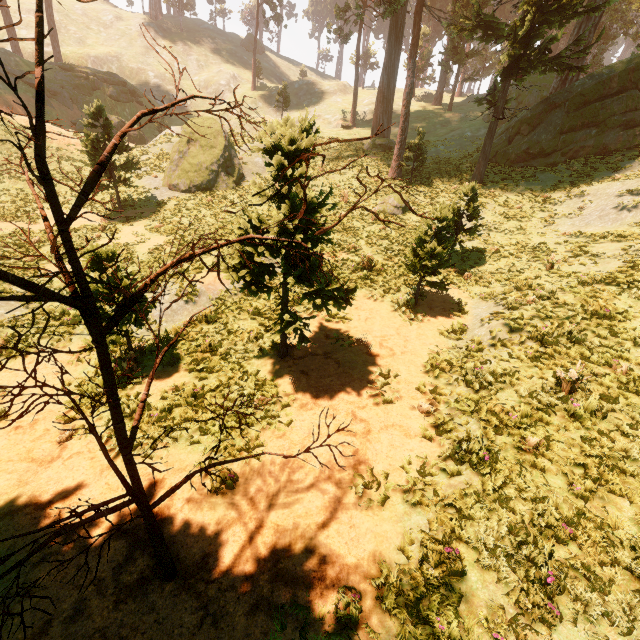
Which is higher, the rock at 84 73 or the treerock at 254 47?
the treerock at 254 47

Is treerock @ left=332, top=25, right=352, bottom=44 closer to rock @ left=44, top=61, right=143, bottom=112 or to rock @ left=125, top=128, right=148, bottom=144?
rock @ left=44, top=61, right=143, bottom=112

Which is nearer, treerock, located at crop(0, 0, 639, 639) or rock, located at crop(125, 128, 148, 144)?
treerock, located at crop(0, 0, 639, 639)

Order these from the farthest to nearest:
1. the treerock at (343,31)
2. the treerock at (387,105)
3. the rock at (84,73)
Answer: the treerock at (343,31), the rock at (84,73), the treerock at (387,105)

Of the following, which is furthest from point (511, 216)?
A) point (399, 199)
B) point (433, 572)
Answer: point (433, 572)

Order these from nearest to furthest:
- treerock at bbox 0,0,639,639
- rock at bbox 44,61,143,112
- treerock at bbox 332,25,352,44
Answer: treerock at bbox 0,0,639,639 < rock at bbox 44,61,143,112 < treerock at bbox 332,25,352,44
